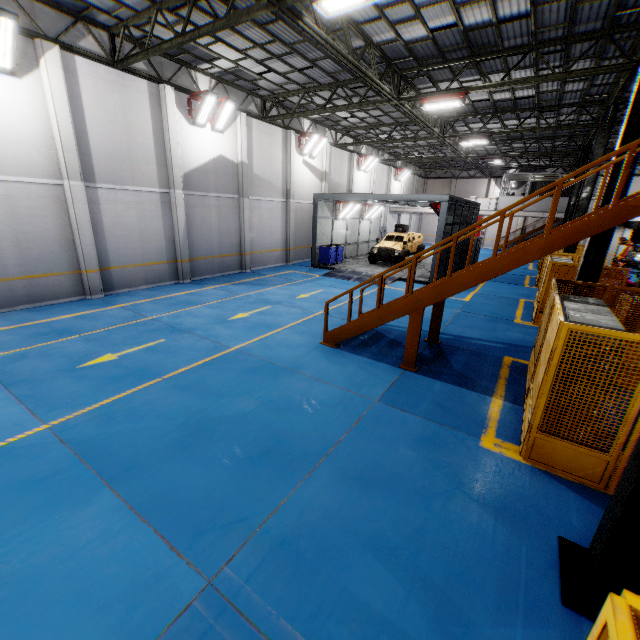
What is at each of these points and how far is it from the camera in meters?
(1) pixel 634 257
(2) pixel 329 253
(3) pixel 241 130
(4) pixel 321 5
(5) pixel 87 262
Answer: (1) chassis, 27.3 m
(2) toolbox, 20.1 m
(3) cement column, 16.1 m
(4) light, 6.9 m
(5) cement column, 11.7 m

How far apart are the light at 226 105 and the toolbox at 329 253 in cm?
875

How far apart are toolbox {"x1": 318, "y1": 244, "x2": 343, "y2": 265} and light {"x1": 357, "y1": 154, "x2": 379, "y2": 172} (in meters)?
10.01

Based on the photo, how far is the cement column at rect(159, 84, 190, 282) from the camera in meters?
12.9 m

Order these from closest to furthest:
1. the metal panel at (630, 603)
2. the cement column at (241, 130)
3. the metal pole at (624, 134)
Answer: the metal panel at (630, 603)
the metal pole at (624, 134)
the cement column at (241, 130)

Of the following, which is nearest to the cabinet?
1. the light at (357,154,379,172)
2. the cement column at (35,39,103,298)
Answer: the cement column at (35,39,103,298)

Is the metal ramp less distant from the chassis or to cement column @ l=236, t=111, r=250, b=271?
cement column @ l=236, t=111, r=250, b=271

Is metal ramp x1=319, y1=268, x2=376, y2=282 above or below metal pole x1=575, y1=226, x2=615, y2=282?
below
